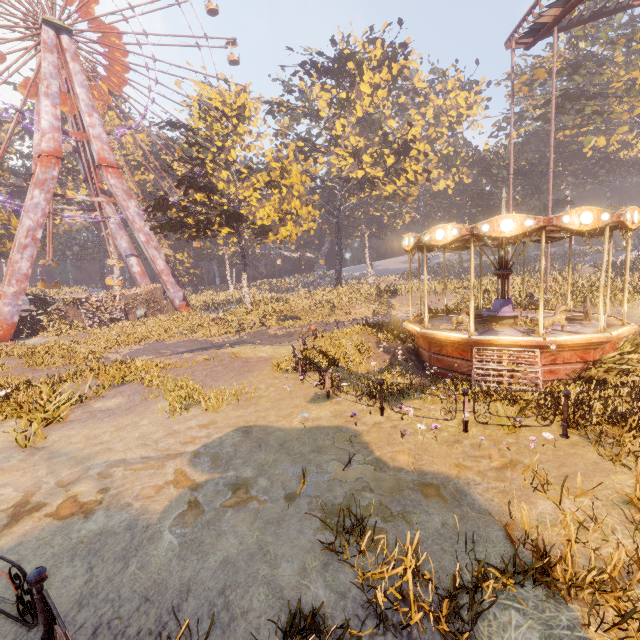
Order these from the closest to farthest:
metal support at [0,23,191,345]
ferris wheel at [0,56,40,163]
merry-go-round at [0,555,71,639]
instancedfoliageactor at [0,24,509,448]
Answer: merry-go-round at [0,555,71,639], instancedfoliageactor at [0,24,509,448], metal support at [0,23,191,345], ferris wheel at [0,56,40,163]

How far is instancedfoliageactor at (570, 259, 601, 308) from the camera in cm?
1816

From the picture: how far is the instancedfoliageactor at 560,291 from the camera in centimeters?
1945cm

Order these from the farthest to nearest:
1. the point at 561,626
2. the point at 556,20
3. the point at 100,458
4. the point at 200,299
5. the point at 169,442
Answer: the point at 200,299, the point at 556,20, the point at 169,442, the point at 100,458, the point at 561,626

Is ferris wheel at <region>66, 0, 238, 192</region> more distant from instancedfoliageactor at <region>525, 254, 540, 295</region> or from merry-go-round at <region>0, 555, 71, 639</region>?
merry-go-round at <region>0, 555, 71, 639</region>

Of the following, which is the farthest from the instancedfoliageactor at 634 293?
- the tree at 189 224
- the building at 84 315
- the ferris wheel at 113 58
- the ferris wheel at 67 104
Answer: the building at 84 315

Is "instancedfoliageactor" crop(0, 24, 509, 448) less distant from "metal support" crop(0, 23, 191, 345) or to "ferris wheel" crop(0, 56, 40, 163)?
"ferris wheel" crop(0, 56, 40, 163)

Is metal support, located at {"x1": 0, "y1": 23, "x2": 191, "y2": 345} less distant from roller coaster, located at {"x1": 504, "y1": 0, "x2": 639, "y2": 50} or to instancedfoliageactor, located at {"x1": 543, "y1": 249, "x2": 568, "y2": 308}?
instancedfoliageactor, located at {"x1": 543, "y1": 249, "x2": 568, "y2": 308}
